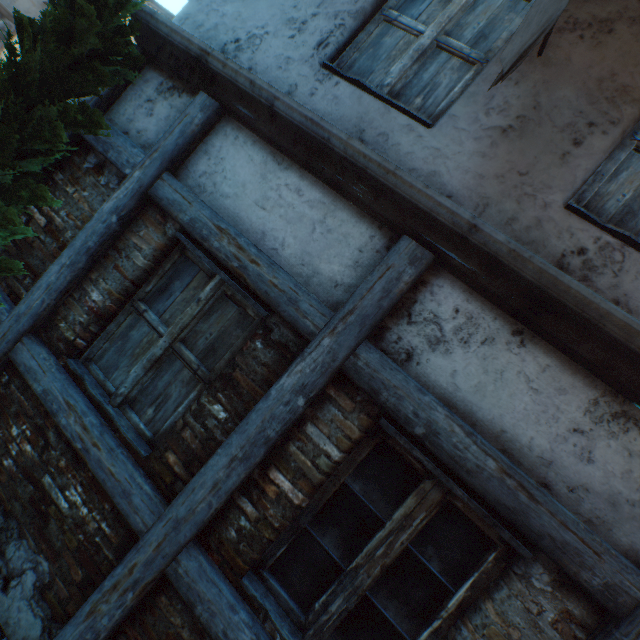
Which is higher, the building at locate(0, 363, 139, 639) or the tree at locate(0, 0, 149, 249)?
the tree at locate(0, 0, 149, 249)

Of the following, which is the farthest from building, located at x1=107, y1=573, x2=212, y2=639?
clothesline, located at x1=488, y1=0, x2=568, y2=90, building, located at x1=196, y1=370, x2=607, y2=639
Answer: clothesline, located at x1=488, y1=0, x2=568, y2=90

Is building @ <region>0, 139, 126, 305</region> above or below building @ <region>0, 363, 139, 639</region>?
above

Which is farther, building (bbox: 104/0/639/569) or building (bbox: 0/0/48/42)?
building (bbox: 0/0/48/42)

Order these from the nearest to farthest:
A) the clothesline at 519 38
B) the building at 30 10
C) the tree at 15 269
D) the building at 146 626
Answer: the clothesline at 519 38, the building at 146 626, the tree at 15 269, the building at 30 10

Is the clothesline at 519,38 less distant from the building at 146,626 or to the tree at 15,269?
the tree at 15,269

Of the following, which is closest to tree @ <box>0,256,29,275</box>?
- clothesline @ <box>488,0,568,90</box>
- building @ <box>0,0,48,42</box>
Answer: building @ <box>0,0,48,42</box>

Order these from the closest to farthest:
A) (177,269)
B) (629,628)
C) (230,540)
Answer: (629,628) → (230,540) → (177,269)
